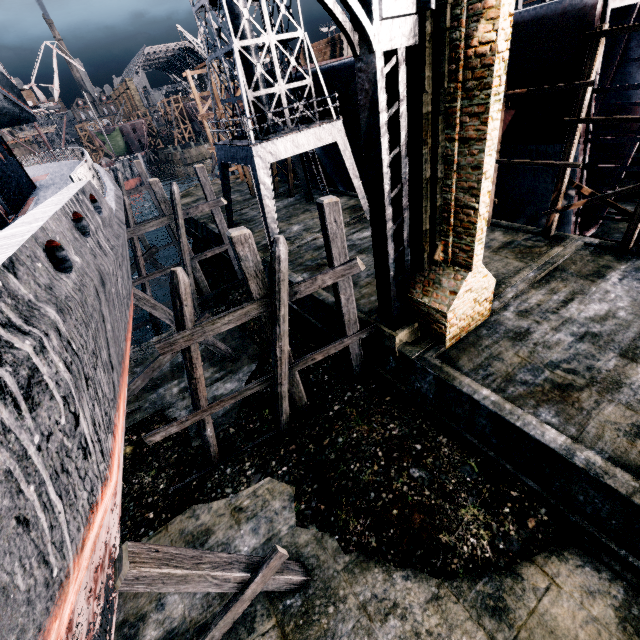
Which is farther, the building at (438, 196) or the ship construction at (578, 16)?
the ship construction at (578, 16)

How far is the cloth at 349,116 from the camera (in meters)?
19.02

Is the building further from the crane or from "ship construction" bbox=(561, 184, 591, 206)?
the crane

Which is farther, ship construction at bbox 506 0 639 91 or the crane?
the crane

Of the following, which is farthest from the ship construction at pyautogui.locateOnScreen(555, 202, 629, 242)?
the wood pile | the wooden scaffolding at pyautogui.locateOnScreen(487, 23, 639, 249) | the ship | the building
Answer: the ship

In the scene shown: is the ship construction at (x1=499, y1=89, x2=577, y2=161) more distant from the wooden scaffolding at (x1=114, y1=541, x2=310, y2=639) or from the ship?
the wooden scaffolding at (x1=114, y1=541, x2=310, y2=639)

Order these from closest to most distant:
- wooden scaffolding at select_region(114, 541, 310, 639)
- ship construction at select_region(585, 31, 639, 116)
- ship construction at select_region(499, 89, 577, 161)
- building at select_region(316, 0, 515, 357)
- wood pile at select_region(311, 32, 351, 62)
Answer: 1. wooden scaffolding at select_region(114, 541, 310, 639)
2. building at select_region(316, 0, 515, 357)
3. ship construction at select_region(585, 31, 639, 116)
4. ship construction at select_region(499, 89, 577, 161)
5. wood pile at select_region(311, 32, 351, 62)

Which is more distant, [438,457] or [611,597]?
[438,457]
